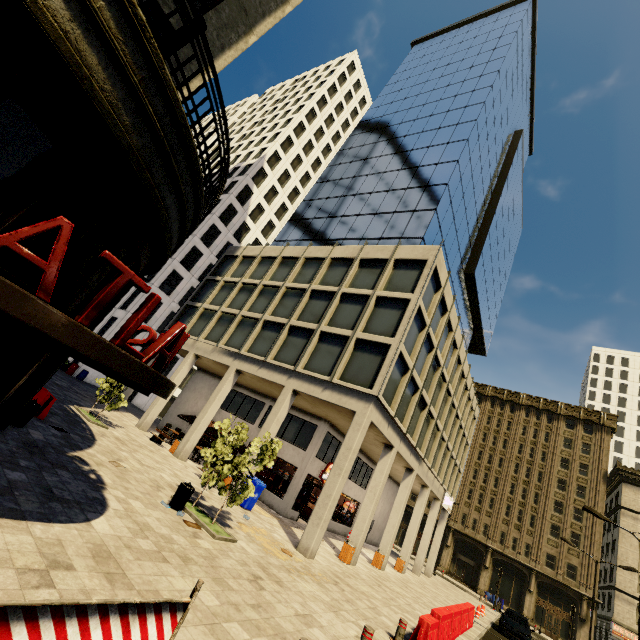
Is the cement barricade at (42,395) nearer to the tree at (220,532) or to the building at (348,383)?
the building at (348,383)

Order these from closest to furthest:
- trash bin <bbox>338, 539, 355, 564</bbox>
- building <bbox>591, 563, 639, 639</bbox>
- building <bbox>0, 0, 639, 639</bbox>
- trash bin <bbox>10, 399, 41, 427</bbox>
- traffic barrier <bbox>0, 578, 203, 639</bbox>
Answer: traffic barrier <bbox>0, 578, 203, 639</bbox>
building <bbox>0, 0, 639, 639</bbox>
trash bin <bbox>10, 399, 41, 427</bbox>
trash bin <bbox>338, 539, 355, 564</bbox>
building <bbox>591, 563, 639, 639</bbox>

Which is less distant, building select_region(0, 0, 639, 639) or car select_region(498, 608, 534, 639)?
building select_region(0, 0, 639, 639)

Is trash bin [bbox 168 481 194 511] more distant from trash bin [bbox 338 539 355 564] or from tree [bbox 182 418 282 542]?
trash bin [bbox 338 539 355 564]

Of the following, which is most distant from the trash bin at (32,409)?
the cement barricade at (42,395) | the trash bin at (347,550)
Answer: the trash bin at (347,550)

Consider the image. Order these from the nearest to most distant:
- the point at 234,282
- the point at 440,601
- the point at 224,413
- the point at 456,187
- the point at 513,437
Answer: the point at 440,601
the point at 224,413
the point at 456,187
the point at 234,282
the point at 513,437

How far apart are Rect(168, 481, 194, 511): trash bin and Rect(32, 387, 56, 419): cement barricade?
5.69m

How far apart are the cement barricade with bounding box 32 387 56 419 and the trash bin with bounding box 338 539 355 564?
14.0 meters
